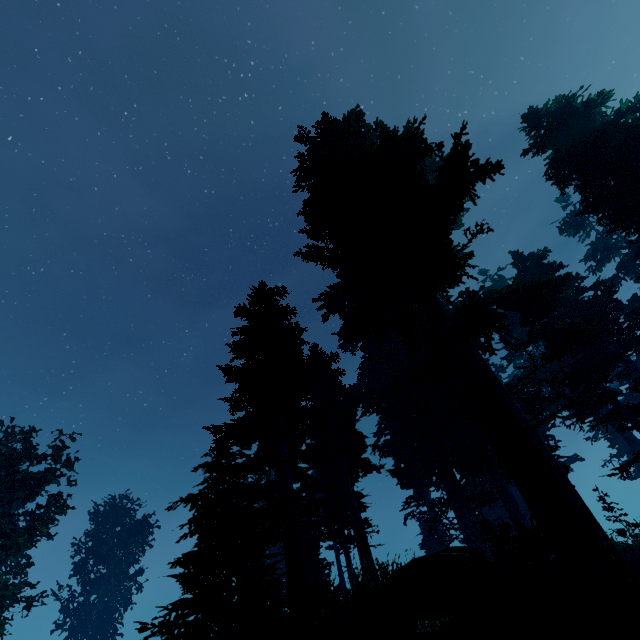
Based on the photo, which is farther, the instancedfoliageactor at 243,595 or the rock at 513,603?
the instancedfoliageactor at 243,595

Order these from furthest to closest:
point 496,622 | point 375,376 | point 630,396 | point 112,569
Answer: point 112,569 → point 630,396 → point 375,376 → point 496,622

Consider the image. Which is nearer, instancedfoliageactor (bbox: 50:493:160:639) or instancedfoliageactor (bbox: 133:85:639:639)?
instancedfoliageactor (bbox: 133:85:639:639)

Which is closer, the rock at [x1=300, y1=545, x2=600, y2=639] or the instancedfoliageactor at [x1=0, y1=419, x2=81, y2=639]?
the rock at [x1=300, y1=545, x2=600, y2=639]

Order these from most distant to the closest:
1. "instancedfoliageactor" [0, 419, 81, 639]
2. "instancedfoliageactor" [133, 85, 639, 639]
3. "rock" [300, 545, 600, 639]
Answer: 1. "instancedfoliageactor" [0, 419, 81, 639]
2. "instancedfoliageactor" [133, 85, 639, 639]
3. "rock" [300, 545, 600, 639]

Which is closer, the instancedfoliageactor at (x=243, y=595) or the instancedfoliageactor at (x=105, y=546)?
the instancedfoliageactor at (x=243, y=595)
